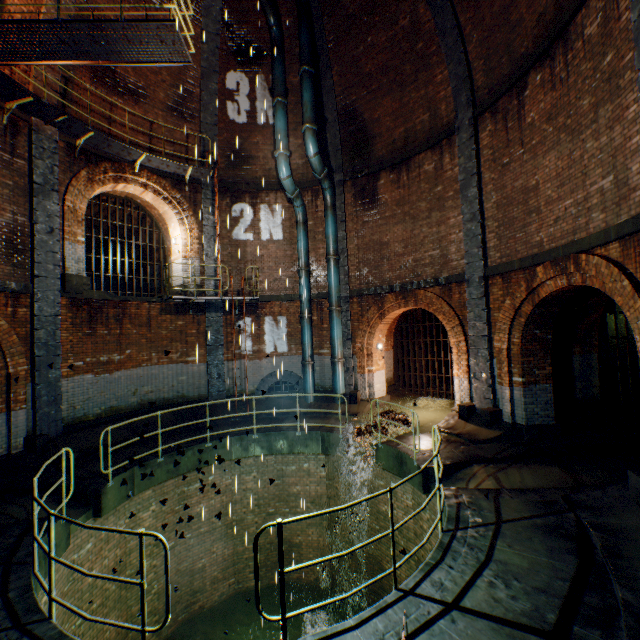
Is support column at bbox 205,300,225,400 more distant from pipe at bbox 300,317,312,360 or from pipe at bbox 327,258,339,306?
pipe at bbox 327,258,339,306

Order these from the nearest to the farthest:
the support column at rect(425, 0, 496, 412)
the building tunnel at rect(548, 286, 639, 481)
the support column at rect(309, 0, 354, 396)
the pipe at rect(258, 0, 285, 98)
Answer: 1. the building tunnel at rect(548, 286, 639, 481)
2. the support column at rect(425, 0, 496, 412)
3. the pipe at rect(258, 0, 285, 98)
4. the support column at rect(309, 0, 354, 396)

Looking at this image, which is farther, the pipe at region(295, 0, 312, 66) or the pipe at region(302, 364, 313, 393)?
the pipe at region(302, 364, 313, 393)

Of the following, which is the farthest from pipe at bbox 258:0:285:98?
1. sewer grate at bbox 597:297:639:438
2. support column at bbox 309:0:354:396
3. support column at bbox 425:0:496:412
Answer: sewer grate at bbox 597:297:639:438

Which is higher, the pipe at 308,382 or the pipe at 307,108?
the pipe at 307,108

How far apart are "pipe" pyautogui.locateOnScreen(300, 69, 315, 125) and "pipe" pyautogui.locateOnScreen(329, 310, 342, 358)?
6.86m

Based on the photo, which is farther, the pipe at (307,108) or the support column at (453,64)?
the pipe at (307,108)

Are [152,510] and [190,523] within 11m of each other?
yes
